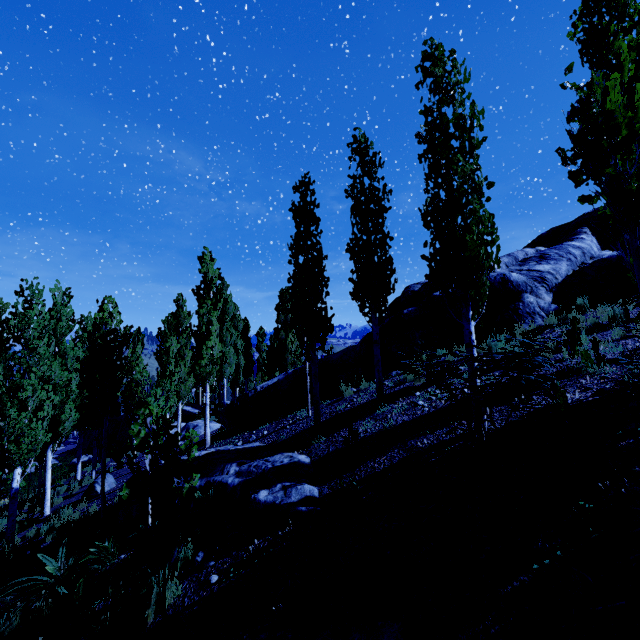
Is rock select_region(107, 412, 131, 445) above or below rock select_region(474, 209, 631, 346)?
below

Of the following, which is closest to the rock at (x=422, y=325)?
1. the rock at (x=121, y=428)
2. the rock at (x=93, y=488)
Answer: the rock at (x=93, y=488)

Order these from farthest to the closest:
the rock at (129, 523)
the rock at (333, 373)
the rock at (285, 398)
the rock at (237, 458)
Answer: the rock at (285, 398) → the rock at (333, 373) → the rock at (129, 523) → the rock at (237, 458)

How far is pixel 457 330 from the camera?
11.5 meters

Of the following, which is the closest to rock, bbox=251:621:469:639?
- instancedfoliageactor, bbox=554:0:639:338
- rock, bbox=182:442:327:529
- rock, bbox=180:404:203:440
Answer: instancedfoliageactor, bbox=554:0:639:338

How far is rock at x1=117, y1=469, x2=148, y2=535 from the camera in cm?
800

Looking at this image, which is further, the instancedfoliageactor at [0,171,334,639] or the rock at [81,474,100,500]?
the rock at [81,474,100,500]

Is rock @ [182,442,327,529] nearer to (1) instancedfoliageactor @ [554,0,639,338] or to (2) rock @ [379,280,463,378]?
(1) instancedfoliageactor @ [554,0,639,338]
